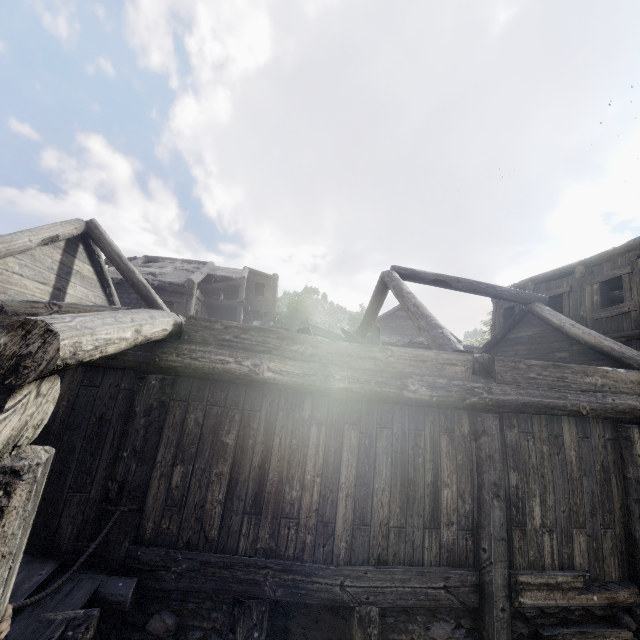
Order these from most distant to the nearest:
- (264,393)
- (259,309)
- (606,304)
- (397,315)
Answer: (397,315)
(259,309)
(606,304)
(264,393)

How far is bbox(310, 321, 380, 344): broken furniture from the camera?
8.02m

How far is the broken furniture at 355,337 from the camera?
8.0m

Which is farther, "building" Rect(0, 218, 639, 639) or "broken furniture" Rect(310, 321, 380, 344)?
"broken furniture" Rect(310, 321, 380, 344)

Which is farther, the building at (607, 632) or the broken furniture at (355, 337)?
the broken furniture at (355, 337)
